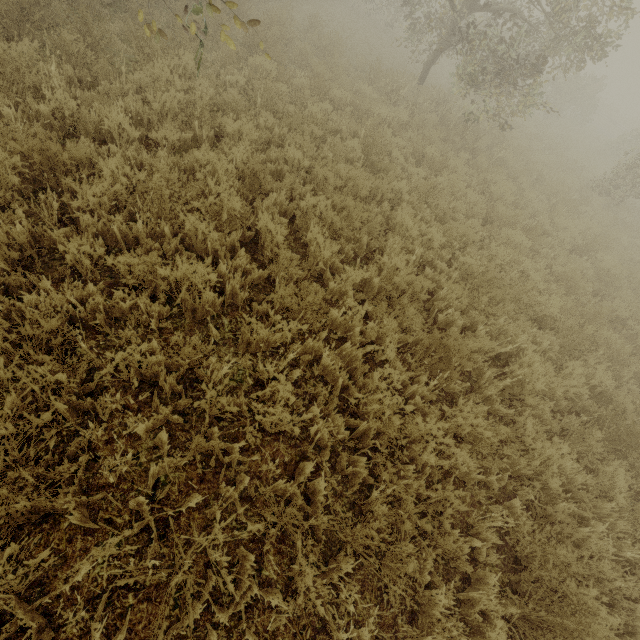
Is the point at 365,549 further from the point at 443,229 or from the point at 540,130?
the point at 540,130
